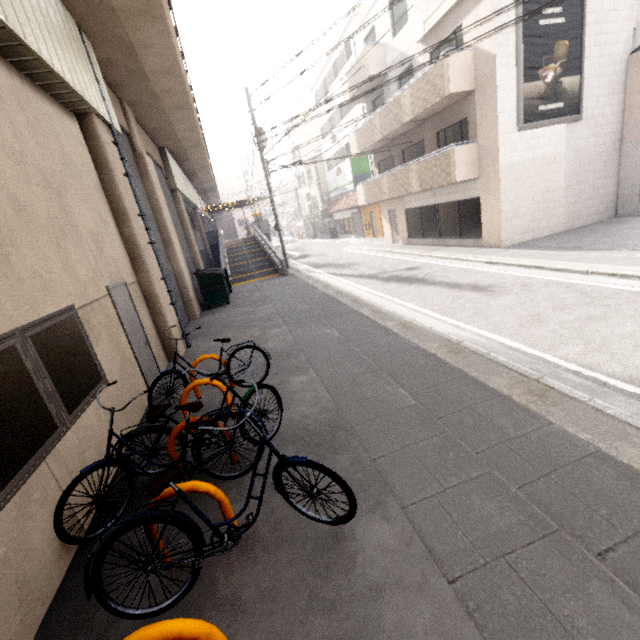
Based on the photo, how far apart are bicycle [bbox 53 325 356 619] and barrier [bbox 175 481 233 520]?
0.7m

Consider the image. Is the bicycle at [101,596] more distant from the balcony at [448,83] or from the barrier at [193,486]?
the balcony at [448,83]

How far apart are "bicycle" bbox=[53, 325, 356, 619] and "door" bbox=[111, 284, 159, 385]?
2.4 meters

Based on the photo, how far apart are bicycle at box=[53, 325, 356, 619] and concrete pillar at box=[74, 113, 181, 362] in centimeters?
404cm

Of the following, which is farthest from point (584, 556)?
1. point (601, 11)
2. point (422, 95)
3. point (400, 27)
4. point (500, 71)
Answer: point (400, 27)

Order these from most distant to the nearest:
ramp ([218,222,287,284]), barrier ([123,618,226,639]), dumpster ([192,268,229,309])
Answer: ramp ([218,222,287,284]) < dumpster ([192,268,229,309]) < barrier ([123,618,226,639])

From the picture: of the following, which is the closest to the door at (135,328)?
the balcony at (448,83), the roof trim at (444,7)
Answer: the balcony at (448,83)

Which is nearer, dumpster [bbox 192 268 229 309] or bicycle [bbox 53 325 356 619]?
bicycle [bbox 53 325 356 619]
